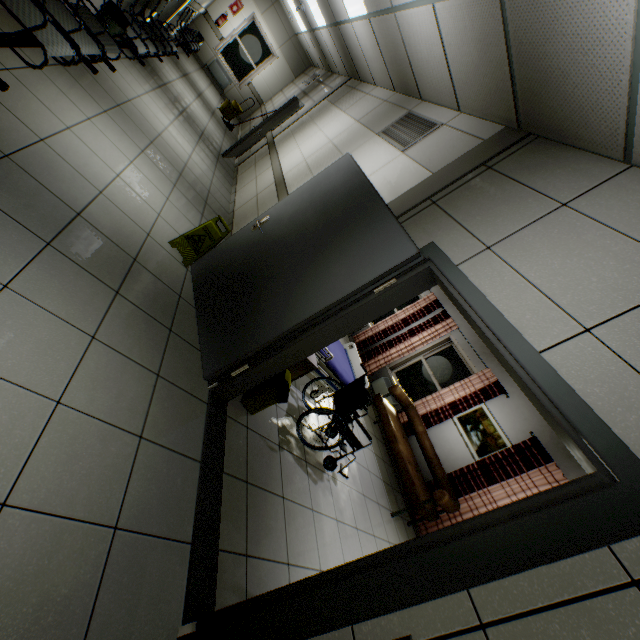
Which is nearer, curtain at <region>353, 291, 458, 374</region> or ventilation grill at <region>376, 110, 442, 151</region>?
ventilation grill at <region>376, 110, 442, 151</region>

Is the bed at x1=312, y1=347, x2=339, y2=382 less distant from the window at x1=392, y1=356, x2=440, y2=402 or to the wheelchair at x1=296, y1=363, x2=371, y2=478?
the wheelchair at x1=296, y1=363, x2=371, y2=478

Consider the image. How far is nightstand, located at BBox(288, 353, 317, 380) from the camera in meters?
3.3 m

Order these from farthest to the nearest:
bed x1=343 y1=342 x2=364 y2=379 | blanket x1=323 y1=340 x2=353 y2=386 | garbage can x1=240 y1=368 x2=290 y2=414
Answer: bed x1=343 y1=342 x2=364 y2=379
blanket x1=323 y1=340 x2=353 y2=386
garbage can x1=240 y1=368 x2=290 y2=414

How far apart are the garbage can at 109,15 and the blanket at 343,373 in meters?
3.8

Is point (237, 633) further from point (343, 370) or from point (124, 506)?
point (343, 370)

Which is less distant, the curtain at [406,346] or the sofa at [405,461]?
the sofa at [405,461]

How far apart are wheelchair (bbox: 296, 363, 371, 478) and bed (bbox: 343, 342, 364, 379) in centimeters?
13cm
